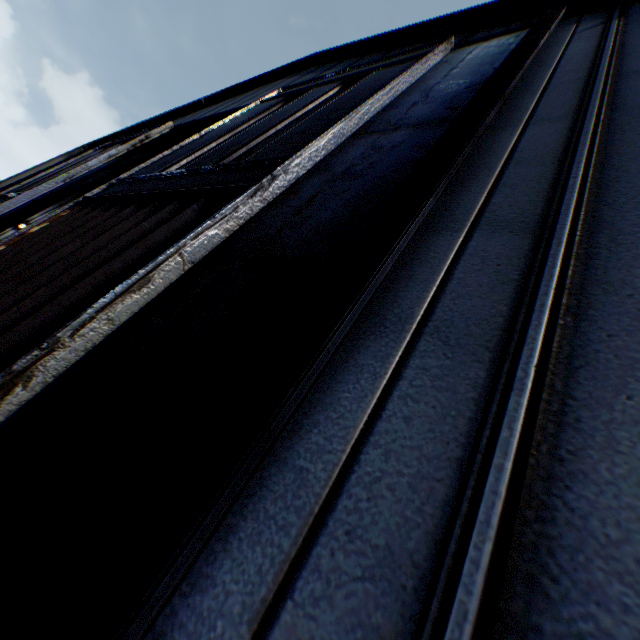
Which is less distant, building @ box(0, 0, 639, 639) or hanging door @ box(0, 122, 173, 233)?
building @ box(0, 0, 639, 639)

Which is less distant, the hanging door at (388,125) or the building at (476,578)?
the building at (476,578)

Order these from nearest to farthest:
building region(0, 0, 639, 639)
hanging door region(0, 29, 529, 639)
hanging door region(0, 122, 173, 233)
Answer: building region(0, 0, 639, 639) < hanging door region(0, 29, 529, 639) < hanging door region(0, 122, 173, 233)

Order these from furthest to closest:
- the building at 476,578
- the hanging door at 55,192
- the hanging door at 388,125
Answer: the hanging door at 55,192 → the hanging door at 388,125 → the building at 476,578

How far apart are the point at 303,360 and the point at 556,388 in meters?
0.9

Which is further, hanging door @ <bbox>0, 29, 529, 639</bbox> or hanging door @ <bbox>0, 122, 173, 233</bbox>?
hanging door @ <bbox>0, 122, 173, 233</bbox>
